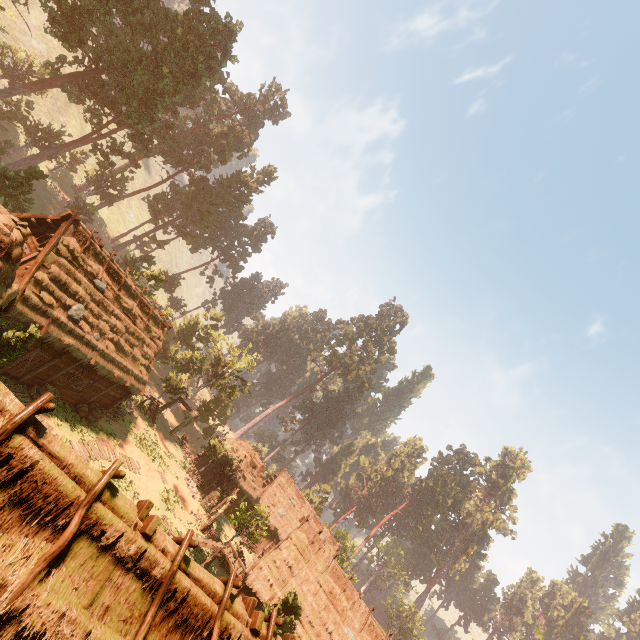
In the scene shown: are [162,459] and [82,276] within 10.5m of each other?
no

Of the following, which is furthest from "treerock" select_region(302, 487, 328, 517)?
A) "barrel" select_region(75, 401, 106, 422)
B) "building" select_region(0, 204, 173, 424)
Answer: "barrel" select_region(75, 401, 106, 422)

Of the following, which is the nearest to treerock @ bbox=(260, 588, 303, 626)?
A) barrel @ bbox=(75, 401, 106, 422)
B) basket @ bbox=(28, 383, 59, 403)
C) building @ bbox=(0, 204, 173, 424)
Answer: building @ bbox=(0, 204, 173, 424)

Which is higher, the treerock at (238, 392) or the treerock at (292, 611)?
the treerock at (238, 392)

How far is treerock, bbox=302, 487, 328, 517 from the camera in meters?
51.8 m

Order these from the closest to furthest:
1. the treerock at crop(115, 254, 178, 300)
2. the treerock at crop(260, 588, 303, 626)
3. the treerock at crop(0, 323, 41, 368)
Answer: the treerock at crop(0, 323, 41, 368)
the treerock at crop(260, 588, 303, 626)
the treerock at crop(115, 254, 178, 300)

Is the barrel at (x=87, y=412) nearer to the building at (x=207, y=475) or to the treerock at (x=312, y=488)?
the building at (x=207, y=475)

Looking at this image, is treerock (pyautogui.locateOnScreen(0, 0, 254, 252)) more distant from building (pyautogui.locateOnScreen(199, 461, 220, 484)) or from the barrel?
the barrel
